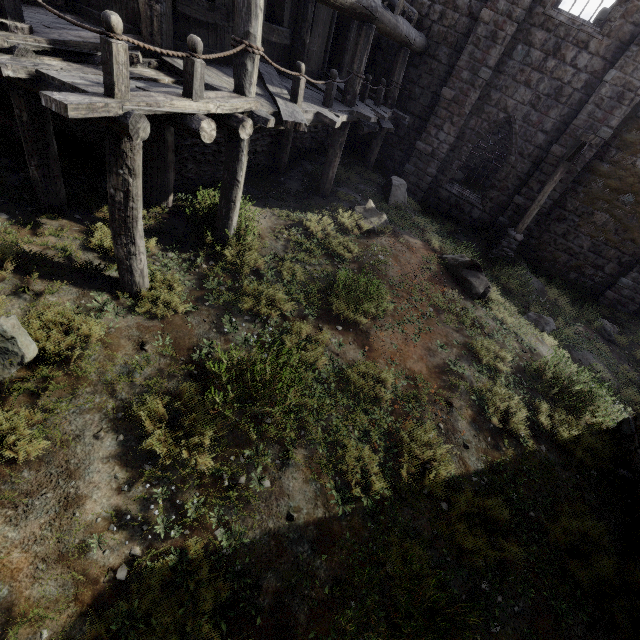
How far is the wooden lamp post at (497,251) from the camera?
10.1 meters

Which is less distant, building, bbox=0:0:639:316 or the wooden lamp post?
building, bbox=0:0:639:316

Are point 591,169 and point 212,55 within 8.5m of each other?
no

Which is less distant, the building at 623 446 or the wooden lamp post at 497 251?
the building at 623 446

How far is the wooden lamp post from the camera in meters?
10.1
